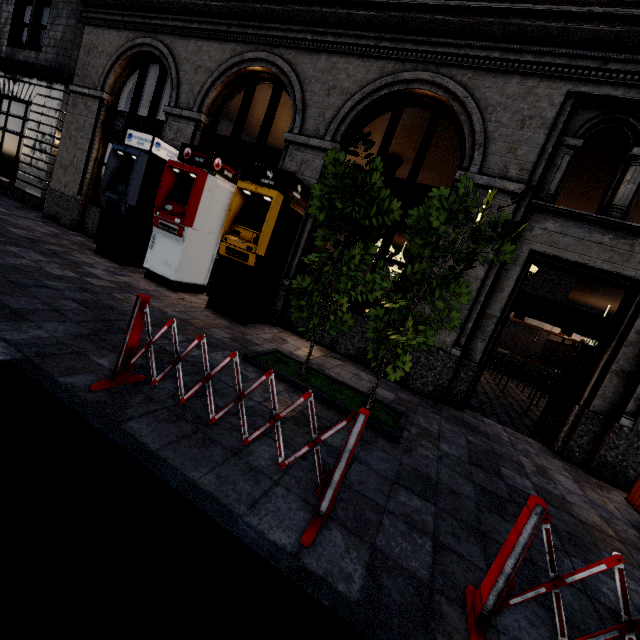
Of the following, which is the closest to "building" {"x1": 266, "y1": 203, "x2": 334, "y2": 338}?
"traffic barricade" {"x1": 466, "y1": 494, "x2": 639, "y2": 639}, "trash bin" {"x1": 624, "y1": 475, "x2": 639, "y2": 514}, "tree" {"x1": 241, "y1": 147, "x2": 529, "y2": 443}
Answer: "trash bin" {"x1": 624, "y1": 475, "x2": 639, "y2": 514}

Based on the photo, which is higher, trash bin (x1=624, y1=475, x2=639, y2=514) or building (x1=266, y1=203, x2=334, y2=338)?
building (x1=266, y1=203, x2=334, y2=338)

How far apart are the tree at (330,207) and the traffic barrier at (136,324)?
1.65m

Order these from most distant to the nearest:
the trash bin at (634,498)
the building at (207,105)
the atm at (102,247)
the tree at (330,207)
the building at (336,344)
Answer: the building at (336,344) < the atm at (102,247) < the building at (207,105) < the trash bin at (634,498) < the tree at (330,207)

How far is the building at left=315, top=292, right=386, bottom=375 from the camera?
7.05m

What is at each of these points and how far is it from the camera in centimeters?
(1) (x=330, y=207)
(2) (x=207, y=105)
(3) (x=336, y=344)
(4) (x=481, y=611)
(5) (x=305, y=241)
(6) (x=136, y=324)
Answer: (1) tree, 409cm
(2) building, 841cm
(3) building, 731cm
(4) traffic barricade, 189cm
(5) building, 751cm
(6) traffic barrier, 293cm

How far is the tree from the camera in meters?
3.6

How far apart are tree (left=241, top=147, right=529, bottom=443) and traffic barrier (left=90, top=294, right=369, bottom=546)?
1.7 meters
